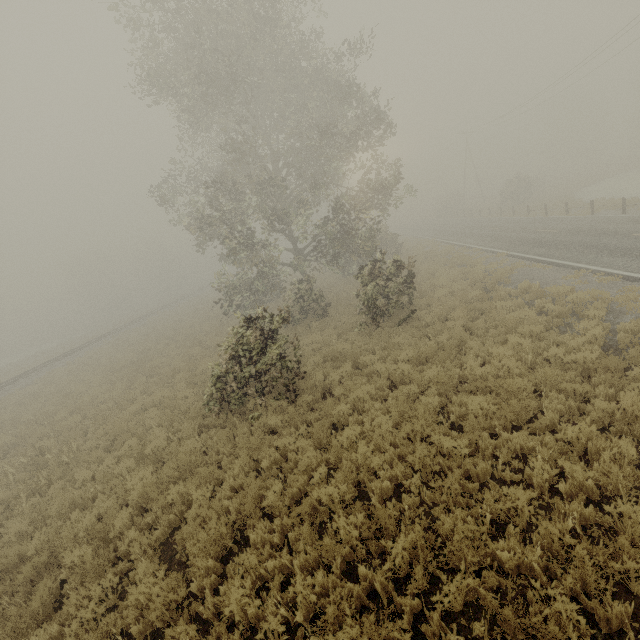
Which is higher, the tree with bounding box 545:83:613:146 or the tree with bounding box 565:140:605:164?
the tree with bounding box 545:83:613:146

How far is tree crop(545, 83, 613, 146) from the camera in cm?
5594

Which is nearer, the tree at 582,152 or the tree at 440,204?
the tree at 440,204

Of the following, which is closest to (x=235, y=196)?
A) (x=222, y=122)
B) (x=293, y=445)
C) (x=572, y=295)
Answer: (x=222, y=122)

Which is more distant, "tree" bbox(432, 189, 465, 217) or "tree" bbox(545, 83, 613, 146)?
"tree" bbox(545, 83, 613, 146)

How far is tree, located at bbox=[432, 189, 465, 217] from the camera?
53.0m

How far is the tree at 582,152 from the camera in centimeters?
5725cm

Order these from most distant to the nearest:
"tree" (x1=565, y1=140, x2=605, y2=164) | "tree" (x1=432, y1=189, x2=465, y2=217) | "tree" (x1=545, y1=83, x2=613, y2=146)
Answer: "tree" (x1=565, y1=140, x2=605, y2=164) → "tree" (x1=545, y1=83, x2=613, y2=146) → "tree" (x1=432, y1=189, x2=465, y2=217)
